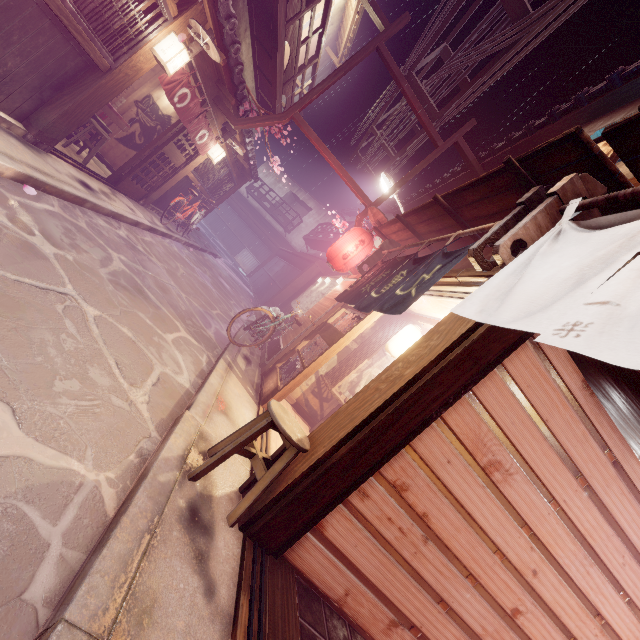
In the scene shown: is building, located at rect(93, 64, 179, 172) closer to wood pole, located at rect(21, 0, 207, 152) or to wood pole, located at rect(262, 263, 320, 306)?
wood pole, located at rect(21, 0, 207, 152)

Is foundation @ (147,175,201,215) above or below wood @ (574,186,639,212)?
below

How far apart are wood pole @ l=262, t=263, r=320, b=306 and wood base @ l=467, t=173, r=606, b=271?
21.2 meters

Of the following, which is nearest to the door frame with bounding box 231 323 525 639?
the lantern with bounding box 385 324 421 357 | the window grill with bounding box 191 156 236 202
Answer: the lantern with bounding box 385 324 421 357

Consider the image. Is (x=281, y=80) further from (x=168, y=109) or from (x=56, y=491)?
(x=56, y=491)

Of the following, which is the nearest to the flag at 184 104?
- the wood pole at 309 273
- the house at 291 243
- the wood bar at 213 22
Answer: the wood bar at 213 22

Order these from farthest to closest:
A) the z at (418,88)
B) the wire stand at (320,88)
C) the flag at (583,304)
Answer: the wire stand at (320,88)
the z at (418,88)
the flag at (583,304)

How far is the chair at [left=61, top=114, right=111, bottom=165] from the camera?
11.1 meters
